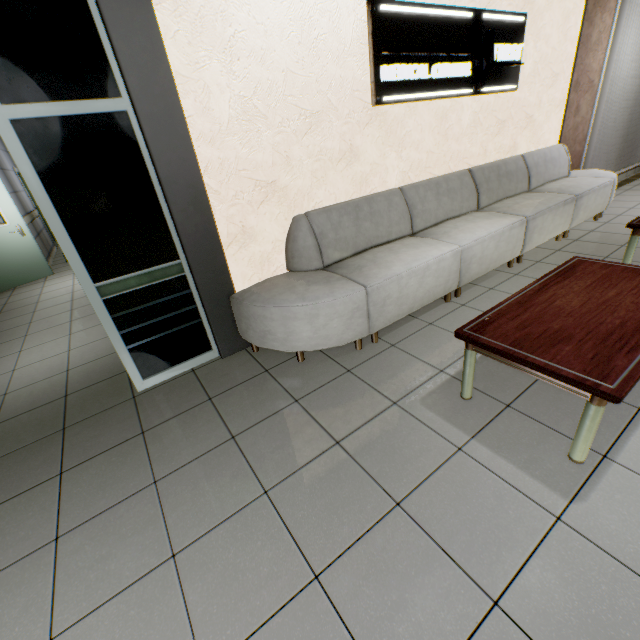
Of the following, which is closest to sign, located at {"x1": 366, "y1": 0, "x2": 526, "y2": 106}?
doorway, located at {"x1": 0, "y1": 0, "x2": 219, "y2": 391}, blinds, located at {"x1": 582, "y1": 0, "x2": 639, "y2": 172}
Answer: doorway, located at {"x1": 0, "y1": 0, "x2": 219, "y2": 391}

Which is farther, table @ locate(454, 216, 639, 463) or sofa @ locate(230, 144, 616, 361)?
sofa @ locate(230, 144, 616, 361)

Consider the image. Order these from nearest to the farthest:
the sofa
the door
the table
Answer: the table
the sofa
the door

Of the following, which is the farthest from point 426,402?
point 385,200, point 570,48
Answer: point 570,48

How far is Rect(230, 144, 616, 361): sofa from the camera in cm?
256

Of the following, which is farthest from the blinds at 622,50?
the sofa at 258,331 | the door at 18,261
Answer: the door at 18,261

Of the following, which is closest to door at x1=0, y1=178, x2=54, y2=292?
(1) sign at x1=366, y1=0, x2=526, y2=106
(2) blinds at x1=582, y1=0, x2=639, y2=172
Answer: (1) sign at x1=366, y1=0, x2=526, y2=106

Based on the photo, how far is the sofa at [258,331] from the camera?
2.56m
